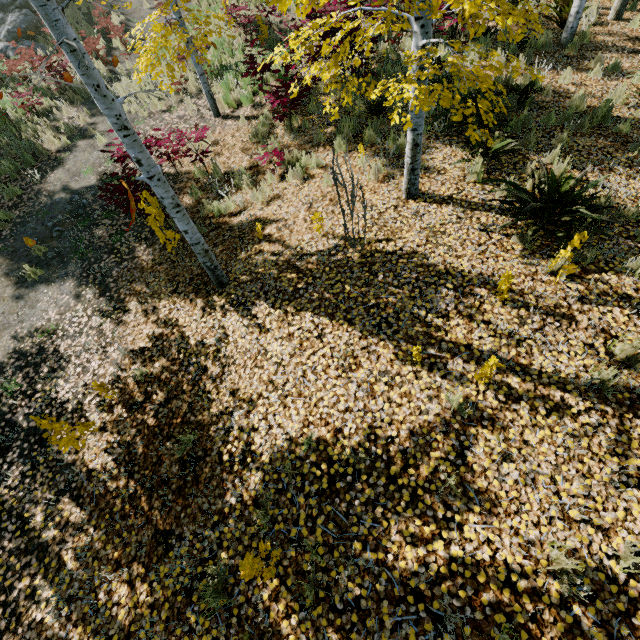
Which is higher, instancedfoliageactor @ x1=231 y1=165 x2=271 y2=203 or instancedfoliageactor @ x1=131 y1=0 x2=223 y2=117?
instancedfoliageactor @ x1=131 y1=0 x2=223 y2=117

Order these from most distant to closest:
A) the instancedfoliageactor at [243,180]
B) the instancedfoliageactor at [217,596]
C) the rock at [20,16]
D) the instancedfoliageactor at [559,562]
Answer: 1. the rock at [20,16]
2. the instancedfoliageactor at [243,180]
3. the instancedfoliageactor at [217,596]
4. the instancedfoliageactor at [559,562]

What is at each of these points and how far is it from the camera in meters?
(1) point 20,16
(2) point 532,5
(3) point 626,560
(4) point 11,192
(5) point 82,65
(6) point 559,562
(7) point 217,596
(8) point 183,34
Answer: (1) rock, 13.5 m
(2) instancedfoliageactor, 9.3 m
(3) instancedfoliageactor, 2.6 m
(4) instancedfoliageactor, 8.4 m
(5) instancedfoliageactor, 2.9 m
(6) instancedfoliageactor, 2.6 m
(7) instancedfoliageactor, 3.1 m
(8) instancedfoliageactor, 7.0 m

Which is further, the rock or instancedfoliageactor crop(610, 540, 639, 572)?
the rock

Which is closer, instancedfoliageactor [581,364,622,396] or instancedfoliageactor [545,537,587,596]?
instancedfoliageactor [545,537,587,596]

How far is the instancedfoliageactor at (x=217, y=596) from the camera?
2.9m

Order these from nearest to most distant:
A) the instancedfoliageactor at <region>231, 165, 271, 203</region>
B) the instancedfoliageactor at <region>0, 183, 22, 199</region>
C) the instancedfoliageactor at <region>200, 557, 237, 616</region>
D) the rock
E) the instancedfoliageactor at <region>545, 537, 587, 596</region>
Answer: the instancedfoliageactor at <region>545, 537, 587, 596</region> < the instancedfoliageactor at <region>200, 557, 237, 616</region> < the instancedfoliageactor at <region>231, 165, 271, 203</region> < the instancedfoliageactor at <region>0, 183, 22, 199</region> < the rock

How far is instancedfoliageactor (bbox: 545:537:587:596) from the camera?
2.4m
